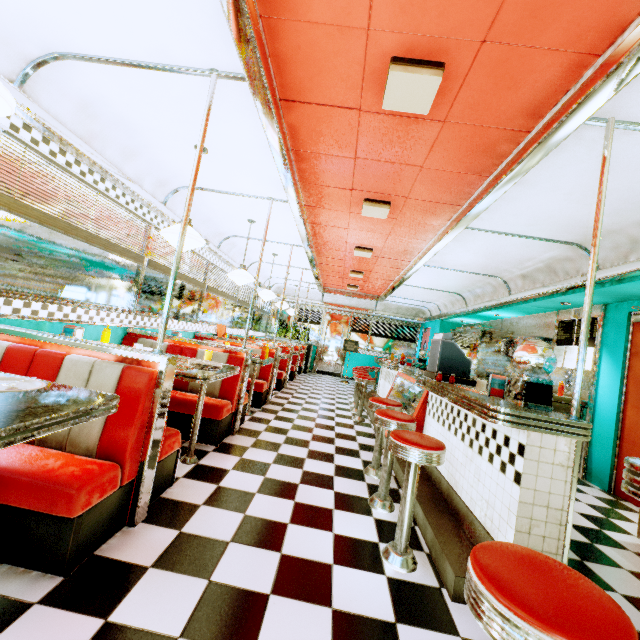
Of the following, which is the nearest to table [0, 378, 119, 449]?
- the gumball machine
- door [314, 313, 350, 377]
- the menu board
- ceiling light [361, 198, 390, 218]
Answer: the gumball machine

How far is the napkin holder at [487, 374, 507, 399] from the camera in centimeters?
256cm

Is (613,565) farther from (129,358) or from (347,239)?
(347,239)

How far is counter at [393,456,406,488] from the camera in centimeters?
334cm

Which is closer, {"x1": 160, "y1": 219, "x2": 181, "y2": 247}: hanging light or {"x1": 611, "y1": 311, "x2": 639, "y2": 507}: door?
{"x1": 160, "y1": 219, "x2": 181, "y2": 247}: hanging light

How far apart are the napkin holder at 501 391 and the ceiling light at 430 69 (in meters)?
2.12

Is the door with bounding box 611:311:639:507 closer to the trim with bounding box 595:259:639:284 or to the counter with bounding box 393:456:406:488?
the trim with bounding box 595:259:639:284

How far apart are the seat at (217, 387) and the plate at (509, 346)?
5.32m
